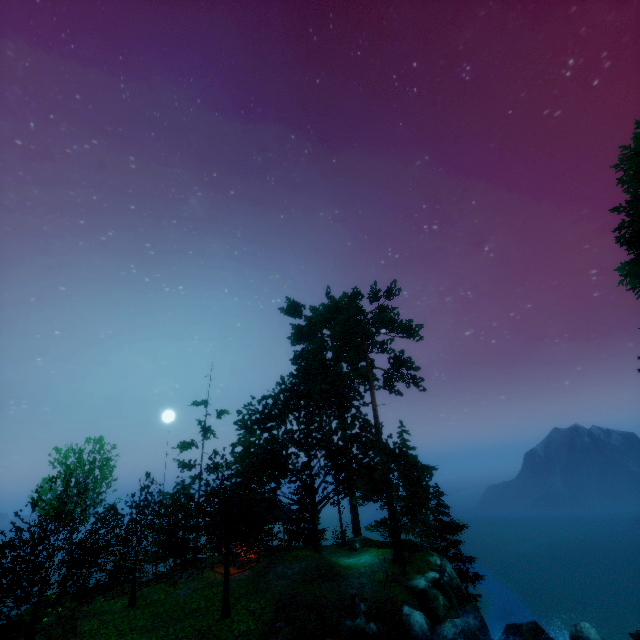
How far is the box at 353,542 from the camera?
25.64m

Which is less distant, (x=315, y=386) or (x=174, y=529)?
(x=174, y=529)

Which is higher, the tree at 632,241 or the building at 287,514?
the tree at 632,241

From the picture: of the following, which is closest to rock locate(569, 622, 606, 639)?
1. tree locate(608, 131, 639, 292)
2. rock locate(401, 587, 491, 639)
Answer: rock locate(401, 587, 491, 639)

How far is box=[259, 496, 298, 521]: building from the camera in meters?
23.9

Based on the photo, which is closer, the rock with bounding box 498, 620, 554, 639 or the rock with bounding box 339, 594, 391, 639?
the rock with bounding box 498, 620, 554, 639

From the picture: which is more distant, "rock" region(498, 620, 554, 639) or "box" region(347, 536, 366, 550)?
"box" region(347, 536, 366, 550)

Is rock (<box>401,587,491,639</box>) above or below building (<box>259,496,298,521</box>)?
below
